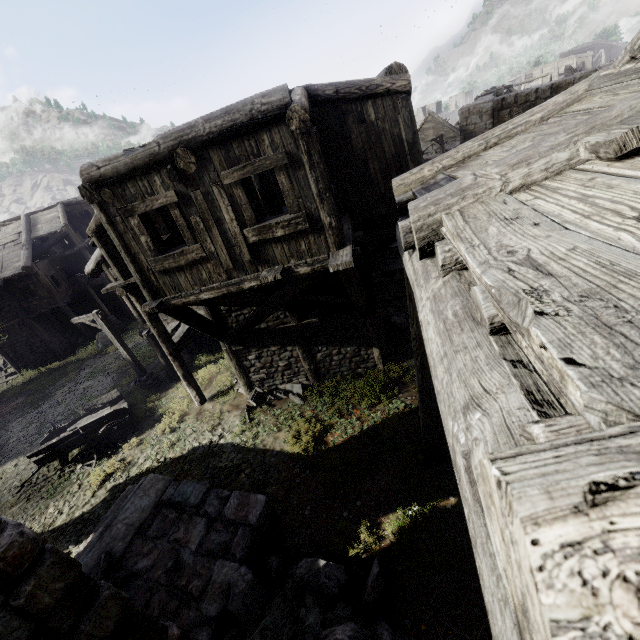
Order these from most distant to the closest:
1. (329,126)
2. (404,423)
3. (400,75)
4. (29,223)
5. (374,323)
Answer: (29,223) < (374,323) < (404,423) < (329,126) < (400,75)

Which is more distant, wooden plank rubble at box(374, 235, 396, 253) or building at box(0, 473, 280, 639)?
wooden plank rubble at box(374, 235, 396, 253)

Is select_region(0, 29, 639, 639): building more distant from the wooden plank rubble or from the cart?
the cart

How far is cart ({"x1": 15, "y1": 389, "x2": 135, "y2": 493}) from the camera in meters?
11.1

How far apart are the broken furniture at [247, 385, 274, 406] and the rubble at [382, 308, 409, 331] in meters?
5.5 m

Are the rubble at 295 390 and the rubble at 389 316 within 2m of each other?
no

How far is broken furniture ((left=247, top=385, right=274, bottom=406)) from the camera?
11.0m

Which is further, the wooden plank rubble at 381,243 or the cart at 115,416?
the cart at 115,416
